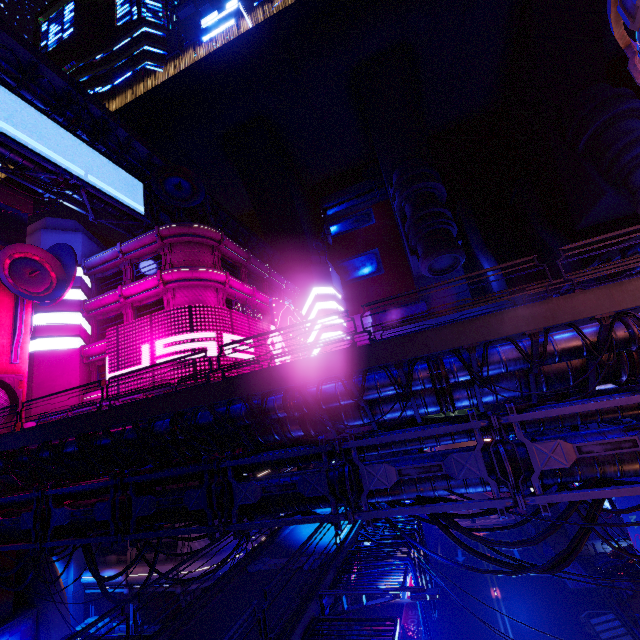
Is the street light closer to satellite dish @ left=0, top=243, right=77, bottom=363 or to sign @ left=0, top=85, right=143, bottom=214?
satellite dish @ left=0, top=243, right=77, bottom=363

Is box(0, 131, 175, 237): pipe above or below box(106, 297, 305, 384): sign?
above

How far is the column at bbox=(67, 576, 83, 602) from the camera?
24.7m

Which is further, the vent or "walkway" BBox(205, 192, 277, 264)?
"walkway" BBox(205, 192, 277, 264)

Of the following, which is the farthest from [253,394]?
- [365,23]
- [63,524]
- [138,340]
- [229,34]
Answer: [229,34]

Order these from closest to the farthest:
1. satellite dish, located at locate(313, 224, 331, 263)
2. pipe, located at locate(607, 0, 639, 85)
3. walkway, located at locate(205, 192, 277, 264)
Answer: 1. pipe, located at locate(607, 0, 639, 85)
2. walkway, located at locate(205, 192, 277, 264)
3. satellite dish, located at locate(313, 224, 331, 263)

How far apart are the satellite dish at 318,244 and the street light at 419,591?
47.96m

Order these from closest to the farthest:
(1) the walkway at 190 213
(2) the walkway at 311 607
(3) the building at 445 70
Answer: (2) the walkway at 311 607, (1) the walkway at 190 213, (3) the building at 445 70
